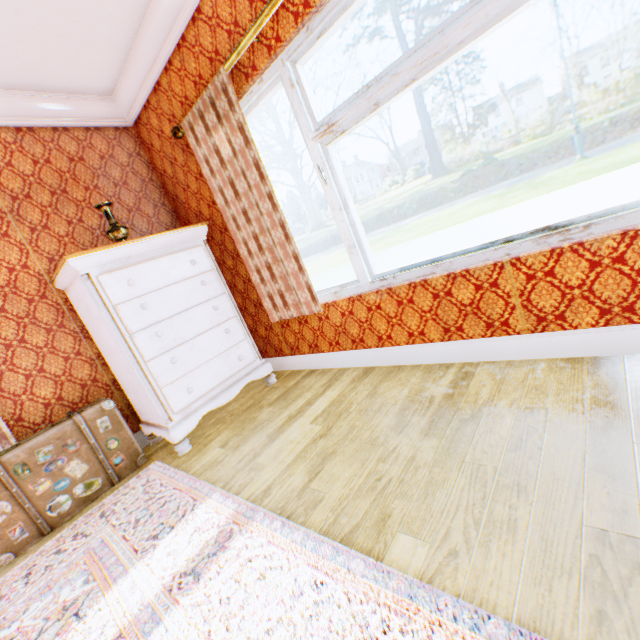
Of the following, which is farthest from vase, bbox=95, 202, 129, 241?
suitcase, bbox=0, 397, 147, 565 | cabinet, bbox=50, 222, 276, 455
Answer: suitcase, bbox=0, 397, 147, 565

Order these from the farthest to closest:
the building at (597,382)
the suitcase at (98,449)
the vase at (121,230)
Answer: the vase at (121,230)
the suitcase at (98,449)
the building at (597,382)

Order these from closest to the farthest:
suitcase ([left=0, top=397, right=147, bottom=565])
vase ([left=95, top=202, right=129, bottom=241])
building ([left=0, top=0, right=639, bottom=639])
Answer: building ([left=0, top=0, right=639, bottom=639]) → suitcase ([left=0, top=397, right=147, bottom=565]) → vase ([left=95, top=202, right=129, bottom=241])

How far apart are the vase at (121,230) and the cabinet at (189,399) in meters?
0.3 m

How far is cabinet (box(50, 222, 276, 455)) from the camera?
2.4 meters

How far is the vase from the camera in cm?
268

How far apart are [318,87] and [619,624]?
73.2m

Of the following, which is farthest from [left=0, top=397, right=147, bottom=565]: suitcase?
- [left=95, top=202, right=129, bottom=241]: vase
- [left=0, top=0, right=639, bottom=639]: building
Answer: [left=95, top=202, right=129, bottom=241]: vase
